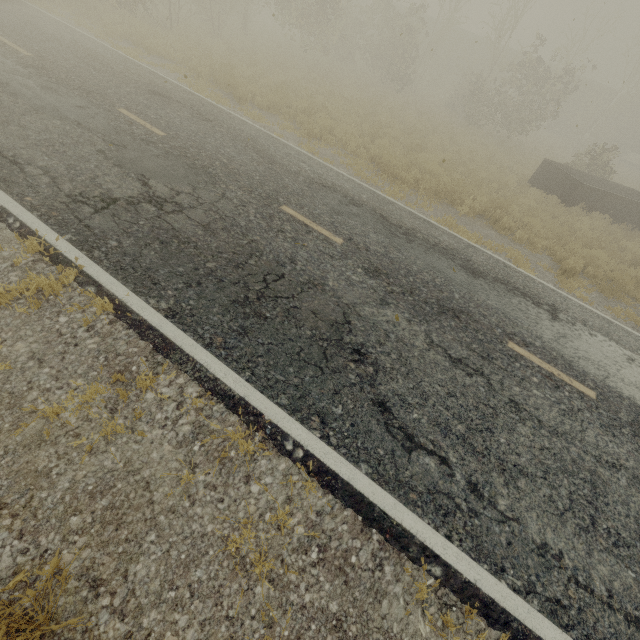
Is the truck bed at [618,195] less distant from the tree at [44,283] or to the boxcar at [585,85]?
the tree at [44,283]

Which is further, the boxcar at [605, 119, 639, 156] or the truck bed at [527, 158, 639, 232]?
the boxcar at [605, 119, 639, 156]

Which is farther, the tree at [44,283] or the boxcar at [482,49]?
the boxcar at [482,49]

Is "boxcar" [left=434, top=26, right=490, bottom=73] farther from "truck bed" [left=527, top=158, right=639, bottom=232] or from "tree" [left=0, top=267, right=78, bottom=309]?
"truck bed" [left=527, top=158, right=639, bottom=232]

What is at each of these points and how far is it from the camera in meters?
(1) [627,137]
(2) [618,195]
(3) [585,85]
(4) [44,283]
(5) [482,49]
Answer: (1) boxcar, 33.1
(2) truck bed, 13.6
(3) boxcar, 32.3
(4) tree, 3.8
(5) boxcar, 34.1

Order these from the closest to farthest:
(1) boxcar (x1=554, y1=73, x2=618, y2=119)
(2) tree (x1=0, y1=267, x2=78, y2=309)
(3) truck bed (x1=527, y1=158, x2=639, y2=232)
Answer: (2) tree (x1=0, y1=267, x2=78, y2=309), (3) truck bed (x1=527, y1=158, x2=639, y2=232), (1) boxcar (x1=554, y1=73, x2=618, y2=119)

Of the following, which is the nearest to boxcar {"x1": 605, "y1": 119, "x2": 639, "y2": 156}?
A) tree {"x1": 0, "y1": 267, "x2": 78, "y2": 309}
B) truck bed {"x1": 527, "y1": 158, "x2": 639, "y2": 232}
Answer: tree {"x1": 0, "y1": 267, "x2": 78, "y2": 309}

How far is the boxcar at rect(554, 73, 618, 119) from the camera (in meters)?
32.00
